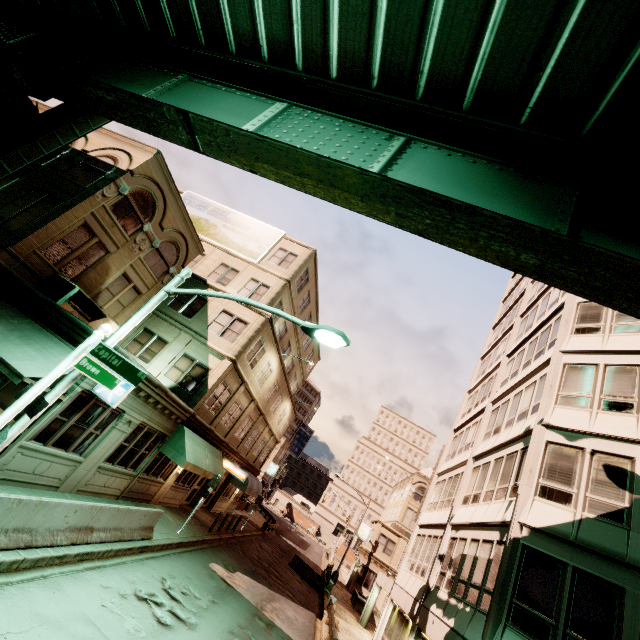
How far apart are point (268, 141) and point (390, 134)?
2.9m

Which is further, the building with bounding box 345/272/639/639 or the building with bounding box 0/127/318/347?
the building with bounding box 0/127/318/347

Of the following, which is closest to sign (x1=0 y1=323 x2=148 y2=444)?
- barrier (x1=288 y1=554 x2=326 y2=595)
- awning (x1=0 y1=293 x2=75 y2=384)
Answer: awning (x1=0 y1=293 x2=75 y2=384)

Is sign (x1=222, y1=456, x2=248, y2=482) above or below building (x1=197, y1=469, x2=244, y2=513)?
above

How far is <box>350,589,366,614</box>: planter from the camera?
28.93m

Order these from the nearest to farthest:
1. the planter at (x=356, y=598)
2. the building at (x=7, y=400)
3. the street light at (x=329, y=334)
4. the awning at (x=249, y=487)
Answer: the street light at (x=329, y=334) → the building at (x=7, y=400) → the awning at (x=249, y=487) → the planter at (x=356, y=598)

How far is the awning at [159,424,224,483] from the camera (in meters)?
15.61

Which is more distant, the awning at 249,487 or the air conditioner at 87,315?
the awning at 249,487
